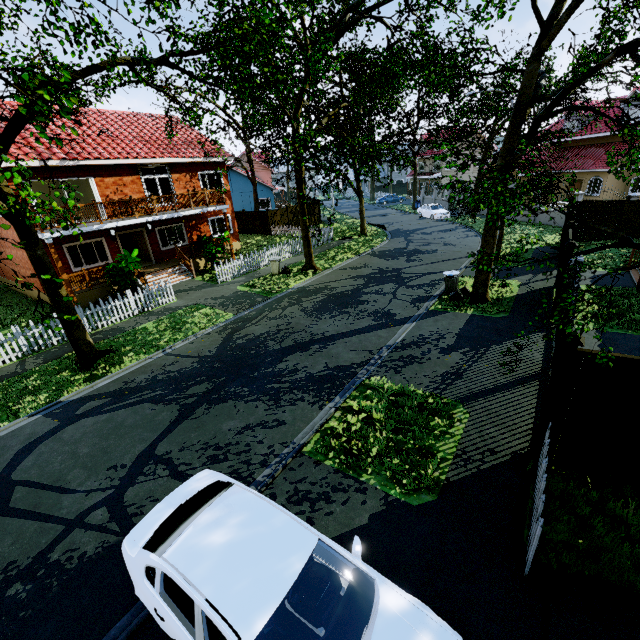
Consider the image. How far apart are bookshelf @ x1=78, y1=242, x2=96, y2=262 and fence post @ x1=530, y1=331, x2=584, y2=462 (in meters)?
23.27

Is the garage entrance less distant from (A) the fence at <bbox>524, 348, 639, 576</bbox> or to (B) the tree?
(A) the fence at <bbox>524, 348, 639, 576</bbox>

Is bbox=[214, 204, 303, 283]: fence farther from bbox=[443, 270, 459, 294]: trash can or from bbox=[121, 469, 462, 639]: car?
bbox=[443, 270, 459, 294]: trash can

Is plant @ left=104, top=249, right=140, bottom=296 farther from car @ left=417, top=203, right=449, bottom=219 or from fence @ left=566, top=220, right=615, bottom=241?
car @ left=417, top=203, right=449, bottom=219

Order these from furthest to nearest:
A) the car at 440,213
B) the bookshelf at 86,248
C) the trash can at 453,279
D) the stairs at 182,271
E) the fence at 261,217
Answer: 1. the car at 440,213
2. the fence at 261,217
3. the bookshelf at 86,248
4. the stairs at 182,271
5. the trash can at 453,279

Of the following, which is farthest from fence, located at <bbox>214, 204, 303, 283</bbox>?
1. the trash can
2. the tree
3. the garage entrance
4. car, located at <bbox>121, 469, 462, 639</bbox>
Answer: the trash can

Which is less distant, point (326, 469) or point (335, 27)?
point (326, 469)

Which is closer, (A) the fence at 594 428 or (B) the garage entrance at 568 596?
(B) the garage entrance at 568 596
